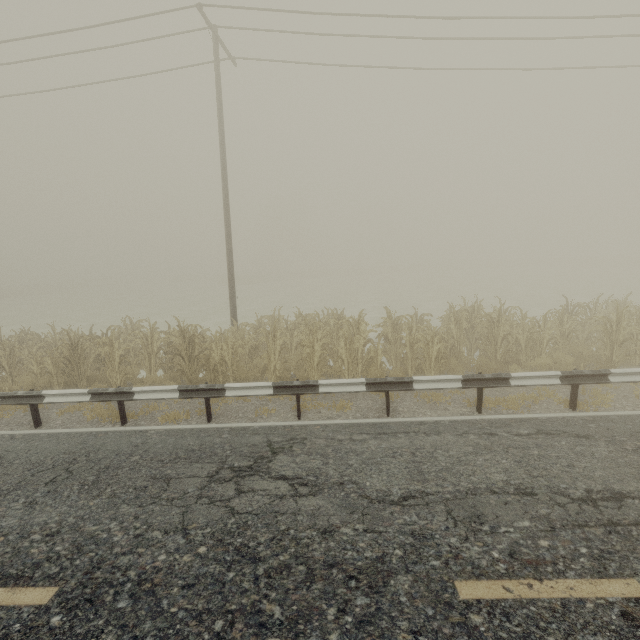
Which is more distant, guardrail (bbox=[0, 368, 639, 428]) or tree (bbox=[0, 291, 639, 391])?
tree (bbox=[0, 291, 639, 391])

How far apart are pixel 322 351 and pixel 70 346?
7.4m

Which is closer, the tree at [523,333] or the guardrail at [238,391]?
the guardrail at [238,391]
